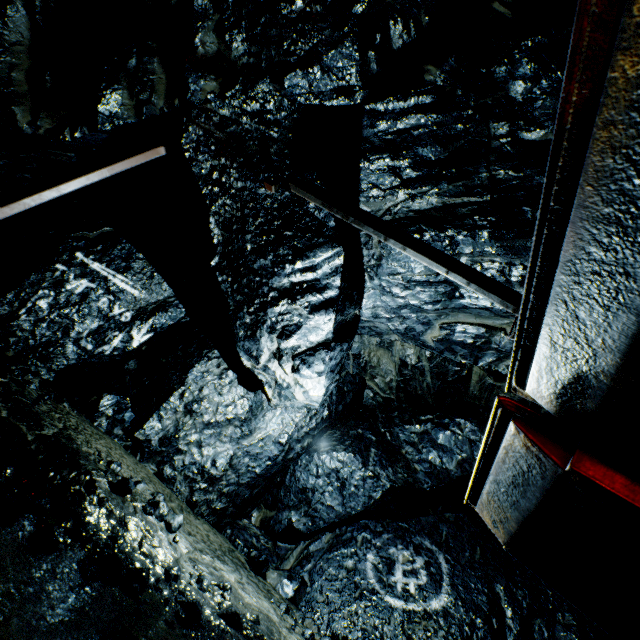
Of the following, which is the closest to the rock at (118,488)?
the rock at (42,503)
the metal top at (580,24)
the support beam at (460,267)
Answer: the support beam at (460,267)

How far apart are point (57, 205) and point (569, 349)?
8.3m

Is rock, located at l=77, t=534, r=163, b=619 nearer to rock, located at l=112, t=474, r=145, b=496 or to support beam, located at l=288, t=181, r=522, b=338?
rock, located at l=112, t=474, r=145, b=496

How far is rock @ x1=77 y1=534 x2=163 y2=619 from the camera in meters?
2.9

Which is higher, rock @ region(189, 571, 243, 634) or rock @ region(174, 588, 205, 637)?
rock @ region(189, 571, 243, 634)

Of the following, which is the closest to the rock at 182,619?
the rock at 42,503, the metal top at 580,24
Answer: the rock at 42,503

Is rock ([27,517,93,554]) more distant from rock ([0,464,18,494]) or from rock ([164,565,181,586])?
rock ([0,464,18,494])

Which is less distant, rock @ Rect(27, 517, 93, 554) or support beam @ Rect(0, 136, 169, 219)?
rock @ Rect(27, 517, 93, 554)
